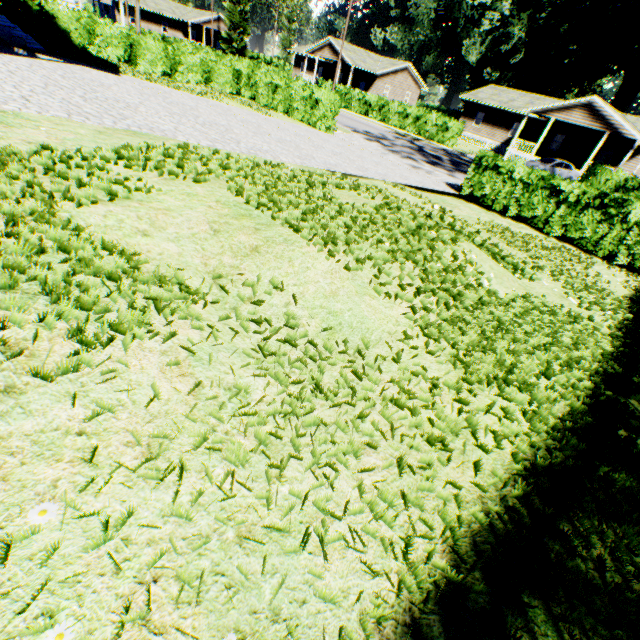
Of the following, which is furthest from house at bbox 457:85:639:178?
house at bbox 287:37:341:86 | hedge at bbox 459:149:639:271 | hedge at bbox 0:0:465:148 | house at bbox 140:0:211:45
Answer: house at bbox 140:0:211:45

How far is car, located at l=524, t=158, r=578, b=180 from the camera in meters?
27.0 m

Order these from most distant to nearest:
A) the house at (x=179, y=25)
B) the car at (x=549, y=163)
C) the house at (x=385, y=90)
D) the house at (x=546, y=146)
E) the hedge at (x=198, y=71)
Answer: the house at (x=179, y=25)
the house at (x=385, y=90)
the house at (x=546, y=146)
the car at (x=549, y=163)
the hedge at (x=198, y=71)

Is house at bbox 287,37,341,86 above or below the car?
above

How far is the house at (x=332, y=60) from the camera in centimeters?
4286cm

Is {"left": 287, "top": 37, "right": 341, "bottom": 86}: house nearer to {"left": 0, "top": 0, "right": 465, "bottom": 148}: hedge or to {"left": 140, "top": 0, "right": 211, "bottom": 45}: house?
{"left": 140, "top": 0, "right": 211, "bottom": 45}: house

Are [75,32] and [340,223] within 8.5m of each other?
no

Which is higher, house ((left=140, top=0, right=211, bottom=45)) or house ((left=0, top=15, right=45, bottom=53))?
house ((left=140, top=0, right=211, bottom=45))
